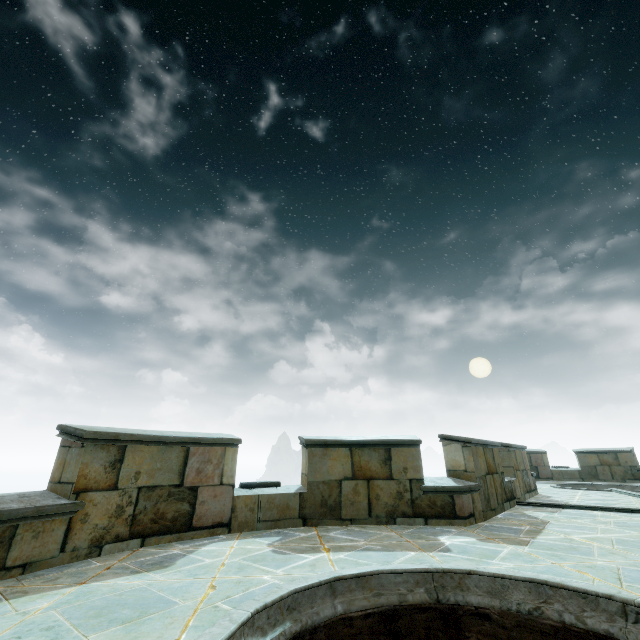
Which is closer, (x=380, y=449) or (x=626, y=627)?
(x=626, y=627)
